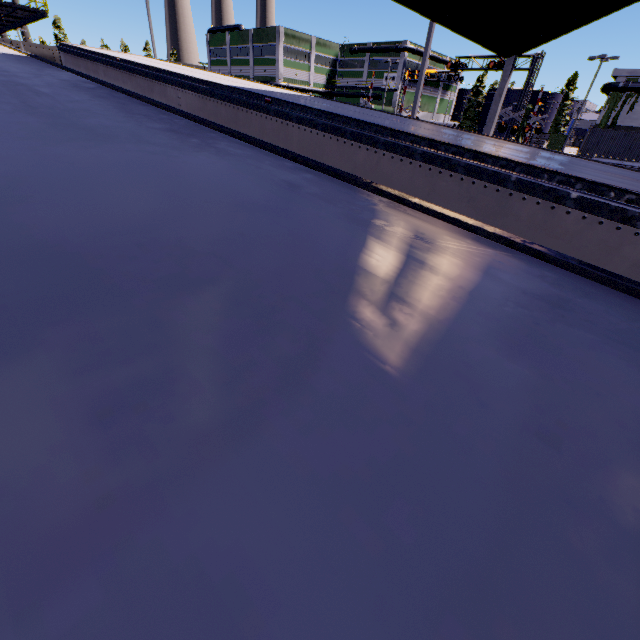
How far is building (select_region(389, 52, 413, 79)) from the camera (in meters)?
58.36

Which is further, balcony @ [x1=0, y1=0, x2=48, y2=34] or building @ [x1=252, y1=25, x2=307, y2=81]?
building @ [x1=252, y1=25, x2=307, y2=81]

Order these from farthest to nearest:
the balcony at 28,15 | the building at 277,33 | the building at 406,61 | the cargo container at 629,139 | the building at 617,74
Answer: the building at 406,61 < the building at 277,33 < the building at 617,74 < the cargo container at 629,139 < the balcony at 28,15

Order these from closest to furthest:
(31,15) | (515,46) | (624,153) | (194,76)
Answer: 1. (194,76)
2. (515,46)
3. (31,15)
4. (624,153)

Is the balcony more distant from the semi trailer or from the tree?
the tree

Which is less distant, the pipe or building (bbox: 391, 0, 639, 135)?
building (bbox: 391, 0, 639, 135)

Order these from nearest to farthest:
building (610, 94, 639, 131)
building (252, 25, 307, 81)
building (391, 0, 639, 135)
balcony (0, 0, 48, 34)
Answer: building (391, 0, 639, 135) → balcony (0, 0, 48, 34) → building (610, 94, 639, 131) → building (252, 25, 307, 81)

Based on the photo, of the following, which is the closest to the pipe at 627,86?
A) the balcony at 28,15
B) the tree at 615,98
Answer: the tree at 615,98
